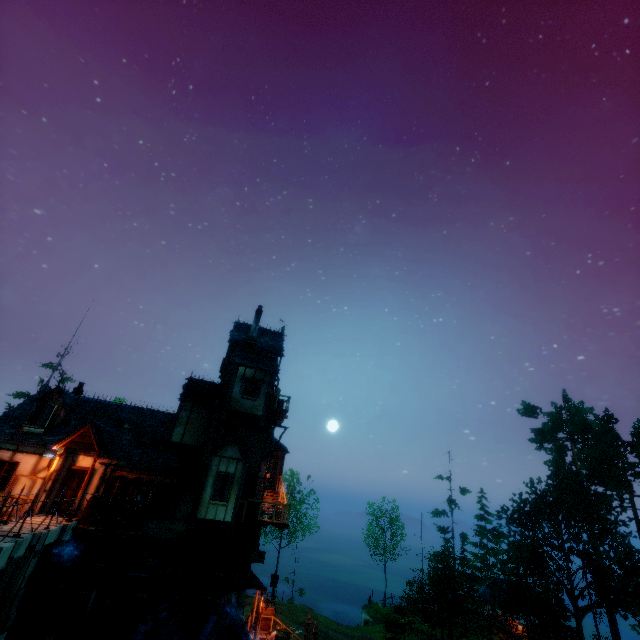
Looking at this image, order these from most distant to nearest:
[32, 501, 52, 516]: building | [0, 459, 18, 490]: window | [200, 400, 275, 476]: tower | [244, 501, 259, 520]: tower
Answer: [200, 400, 275, 476]: tower, [244, 501, 259, 520]: tower, [0, 459, 18, 490]: window, [32, 501, 52, 516]: building

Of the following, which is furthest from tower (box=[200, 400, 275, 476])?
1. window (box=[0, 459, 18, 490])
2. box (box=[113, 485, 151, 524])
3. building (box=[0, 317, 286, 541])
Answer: window (box=[0, 459, 18, 490])

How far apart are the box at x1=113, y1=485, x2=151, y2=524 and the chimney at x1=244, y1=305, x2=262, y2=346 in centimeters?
994cm

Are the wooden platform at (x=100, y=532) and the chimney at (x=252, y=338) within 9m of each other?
no

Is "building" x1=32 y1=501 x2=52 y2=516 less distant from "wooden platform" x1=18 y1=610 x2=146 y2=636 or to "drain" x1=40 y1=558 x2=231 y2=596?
"drain" x1=40 y1=558 x2=231 y2=596

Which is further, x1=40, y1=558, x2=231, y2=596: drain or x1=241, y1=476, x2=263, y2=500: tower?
x1=241, y1=476, x2=263, y2=500: tower

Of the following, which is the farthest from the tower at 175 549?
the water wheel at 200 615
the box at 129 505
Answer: the box at 129 505

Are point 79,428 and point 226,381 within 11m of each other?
yes
